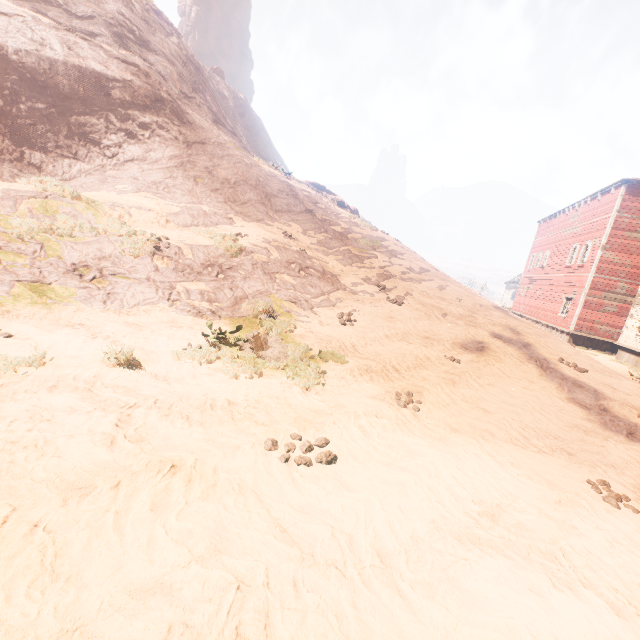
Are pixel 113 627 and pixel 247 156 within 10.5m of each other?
no

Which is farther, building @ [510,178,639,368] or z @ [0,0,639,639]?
building @ [510,178,639,368]

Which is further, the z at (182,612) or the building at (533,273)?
the building at (533,273)
